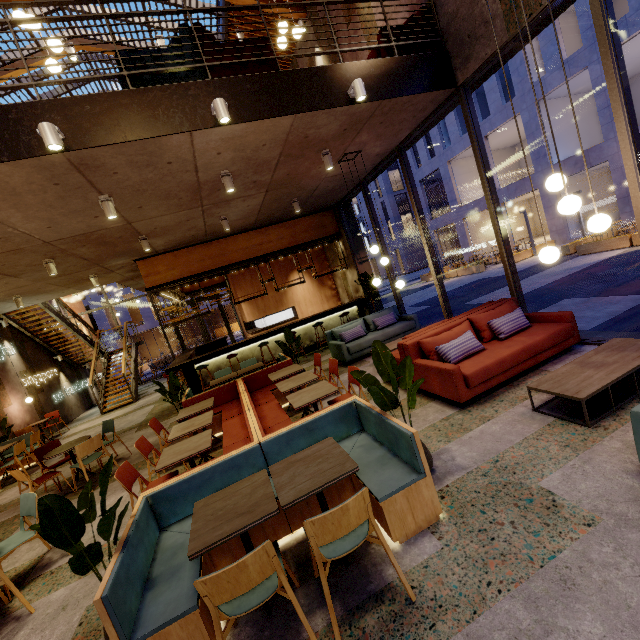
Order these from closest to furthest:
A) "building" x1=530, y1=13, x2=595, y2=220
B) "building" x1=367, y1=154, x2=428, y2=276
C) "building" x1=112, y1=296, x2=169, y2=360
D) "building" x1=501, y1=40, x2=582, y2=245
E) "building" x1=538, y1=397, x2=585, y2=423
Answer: "building" x1=538, y1=397, x2=585, y2=423 < "building" x1=530, y1=13, x2=595, y2=220 < "building" x1=501, y1=40, x2=582, y2=245 < "building" x1=112, y1=296, x2=169, y2=360 < "building" x1=367, y1=154, x2=428, y2=276

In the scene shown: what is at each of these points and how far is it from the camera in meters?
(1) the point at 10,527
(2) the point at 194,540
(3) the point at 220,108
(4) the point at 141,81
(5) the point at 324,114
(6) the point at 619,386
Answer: (1) building, 5.3 m
(2) table, 2.2 m
(3) lamp, 4.0 m
(4) couch, 4.1 m
(5) building, 4.9 m
(6) building, 3.7 m

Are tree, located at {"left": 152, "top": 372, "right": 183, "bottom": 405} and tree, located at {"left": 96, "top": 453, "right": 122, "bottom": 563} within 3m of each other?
no

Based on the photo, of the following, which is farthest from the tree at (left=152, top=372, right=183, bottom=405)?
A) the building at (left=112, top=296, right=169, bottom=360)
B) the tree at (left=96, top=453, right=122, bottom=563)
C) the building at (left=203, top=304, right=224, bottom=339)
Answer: the building at (left=203, top=304, right=224, bottom=339)

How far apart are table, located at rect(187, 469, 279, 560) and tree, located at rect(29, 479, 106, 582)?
0.5m

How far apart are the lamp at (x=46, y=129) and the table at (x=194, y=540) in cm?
406

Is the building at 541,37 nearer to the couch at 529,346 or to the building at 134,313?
the building at 134,313

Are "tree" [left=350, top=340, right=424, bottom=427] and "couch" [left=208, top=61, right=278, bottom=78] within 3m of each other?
no
